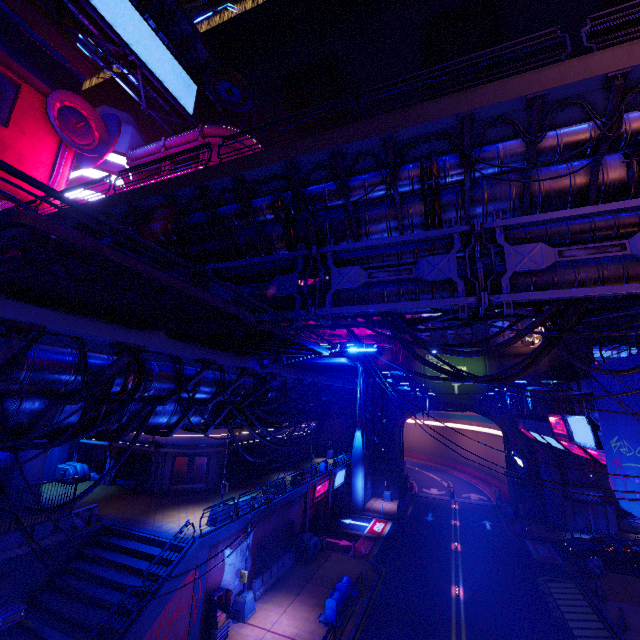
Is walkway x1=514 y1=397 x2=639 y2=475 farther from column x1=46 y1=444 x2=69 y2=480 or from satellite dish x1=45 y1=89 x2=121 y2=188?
column x1=46 y1=444 x2=69 y2=480

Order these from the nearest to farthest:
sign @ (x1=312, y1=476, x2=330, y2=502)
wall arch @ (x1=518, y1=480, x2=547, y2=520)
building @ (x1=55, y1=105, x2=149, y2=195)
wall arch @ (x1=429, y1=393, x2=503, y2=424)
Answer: building @ (x1=55, y1=105, x2=149, y2=195) → sign @ (x1=312, y1=476, x2=330, y2=502) → wall arch @ (x1=518, y1=480, x2=547, y2=520) → wall arch @ (x1=429, y1=393, x2=503, y2=424)

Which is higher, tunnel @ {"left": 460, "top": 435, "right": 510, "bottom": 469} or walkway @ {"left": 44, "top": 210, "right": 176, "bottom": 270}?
walkway @ {"left": 44, "top": 210, "right": 176, "bottom": 270}

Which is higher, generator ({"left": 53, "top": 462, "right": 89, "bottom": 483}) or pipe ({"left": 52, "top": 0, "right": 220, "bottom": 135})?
pipe ({"left": 52, "top": 0, "right": 220, "bottom": 135})

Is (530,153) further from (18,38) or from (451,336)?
(451,336)

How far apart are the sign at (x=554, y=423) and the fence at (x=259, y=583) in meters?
19.0 m

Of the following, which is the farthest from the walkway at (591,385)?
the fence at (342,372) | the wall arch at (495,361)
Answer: the fence at (342,372)

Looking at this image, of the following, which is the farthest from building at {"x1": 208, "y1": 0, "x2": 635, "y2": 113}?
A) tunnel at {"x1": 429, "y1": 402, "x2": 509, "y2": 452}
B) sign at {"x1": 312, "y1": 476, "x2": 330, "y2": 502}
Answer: sign at {"x1": 312, "y1": 476, "x2": 330, "y2": 502}
